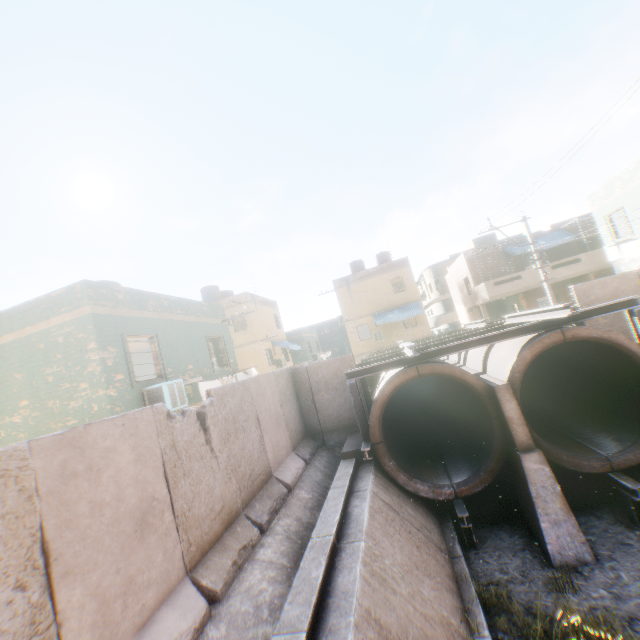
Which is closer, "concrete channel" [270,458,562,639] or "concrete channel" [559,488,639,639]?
"concrete channel" [270,458,562,639]

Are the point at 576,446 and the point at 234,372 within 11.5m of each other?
no

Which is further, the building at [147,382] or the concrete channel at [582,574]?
the building at [147,382]

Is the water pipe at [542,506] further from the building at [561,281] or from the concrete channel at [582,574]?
the building at [561,281]

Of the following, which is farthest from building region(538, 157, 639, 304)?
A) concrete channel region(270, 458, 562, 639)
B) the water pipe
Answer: the water pipe

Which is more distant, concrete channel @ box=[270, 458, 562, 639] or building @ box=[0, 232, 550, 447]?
building @ box=[0, 232, 550, 447]

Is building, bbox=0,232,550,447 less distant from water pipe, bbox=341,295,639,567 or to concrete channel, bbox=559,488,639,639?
concrete channel, bbox=559,488,639,639
